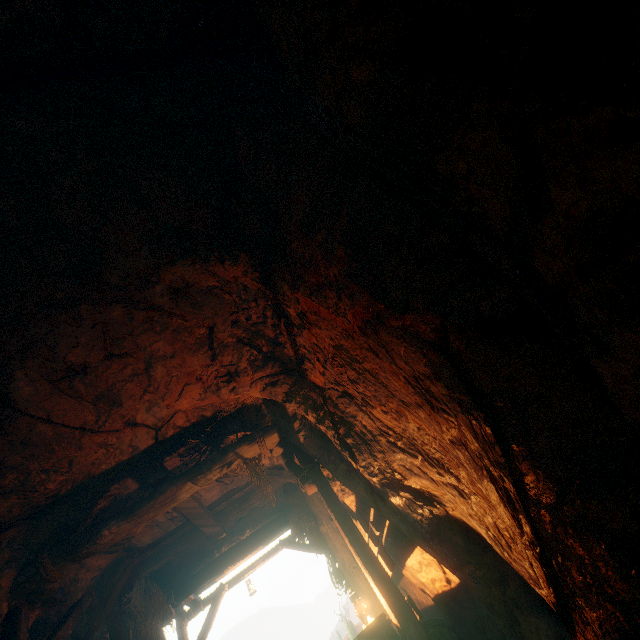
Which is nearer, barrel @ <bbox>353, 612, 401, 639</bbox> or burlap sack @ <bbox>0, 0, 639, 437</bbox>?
burlap sack @ <bbox>0, 0, 639, 437</bbox>

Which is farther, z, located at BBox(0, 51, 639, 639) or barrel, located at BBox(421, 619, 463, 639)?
barrel, located at BBox(421, 619, 463, 639)

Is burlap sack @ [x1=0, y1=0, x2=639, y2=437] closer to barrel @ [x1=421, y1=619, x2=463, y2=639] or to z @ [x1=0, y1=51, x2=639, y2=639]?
z @ [x1=0, y1=51, x2=639, y2=639]

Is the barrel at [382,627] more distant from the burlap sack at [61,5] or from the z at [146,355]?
the burlap sack at [61,5]

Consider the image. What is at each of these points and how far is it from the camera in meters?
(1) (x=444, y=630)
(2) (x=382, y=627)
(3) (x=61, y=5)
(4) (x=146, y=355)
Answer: (1) barrel, 4.1 m
(2) barrel, 3.9 m
(3) burlap sack, 2.4 m
(4) z, 4.2 m
